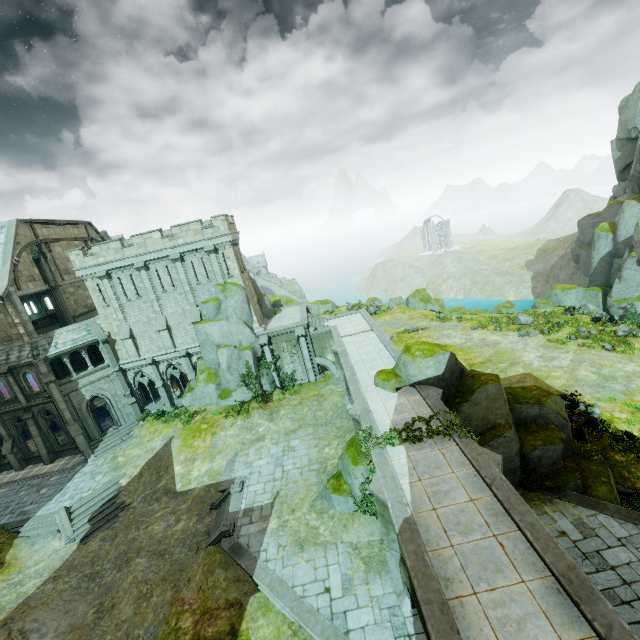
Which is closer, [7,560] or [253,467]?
[7,560]

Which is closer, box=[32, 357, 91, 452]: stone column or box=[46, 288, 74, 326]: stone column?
box=[32, 357, 91, 452]: stone column

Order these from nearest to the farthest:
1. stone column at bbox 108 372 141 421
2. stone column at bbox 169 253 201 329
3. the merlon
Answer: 1. stone column at bbox 169 253 201 329
2. the merlon
3. stone column at bbox 108 372 141 421

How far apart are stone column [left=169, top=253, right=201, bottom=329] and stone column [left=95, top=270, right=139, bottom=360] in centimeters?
544cm

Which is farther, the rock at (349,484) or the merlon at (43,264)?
the merlon at (43,264)

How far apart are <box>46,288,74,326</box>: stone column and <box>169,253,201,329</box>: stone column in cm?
1169

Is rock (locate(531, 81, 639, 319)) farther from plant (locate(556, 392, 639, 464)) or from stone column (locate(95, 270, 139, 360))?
stone column (locate(95, 270, 139, 360))

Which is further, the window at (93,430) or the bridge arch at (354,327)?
the bridge arch at (354,327)
